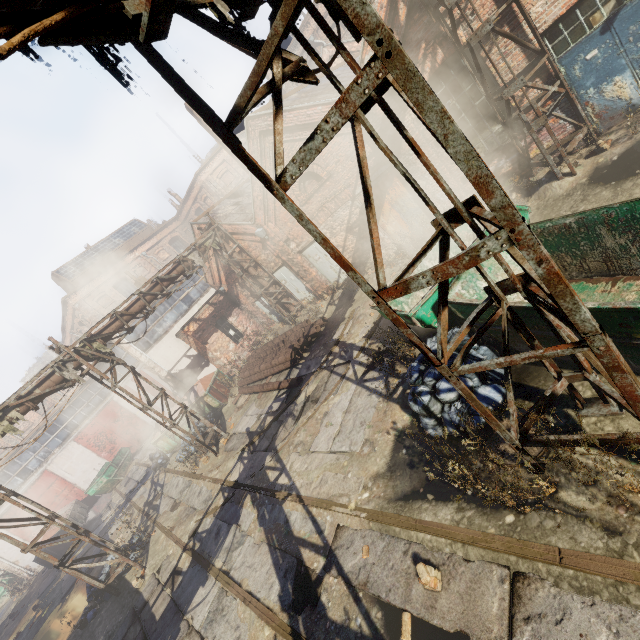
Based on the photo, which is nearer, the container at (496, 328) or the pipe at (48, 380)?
the container at (496, 328)

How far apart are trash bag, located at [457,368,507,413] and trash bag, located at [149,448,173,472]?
16.1m

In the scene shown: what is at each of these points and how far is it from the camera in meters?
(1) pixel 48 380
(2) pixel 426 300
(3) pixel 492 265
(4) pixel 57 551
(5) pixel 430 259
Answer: (1) pipe, 10.3
(2) container, 6.3
(3) container, 6.0
(4) trash container, 18.7
(5) container, 8.0

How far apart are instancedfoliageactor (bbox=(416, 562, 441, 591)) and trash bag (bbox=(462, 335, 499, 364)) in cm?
87

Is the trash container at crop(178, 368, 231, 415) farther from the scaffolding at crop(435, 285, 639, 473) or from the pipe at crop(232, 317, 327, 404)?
the scaffolding at crop(435, 285, 639, 473)

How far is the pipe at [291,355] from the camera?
12.8 meters

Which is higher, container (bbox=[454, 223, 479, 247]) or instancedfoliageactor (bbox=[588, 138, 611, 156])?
container (bbox=[454, 223, 479, 247])

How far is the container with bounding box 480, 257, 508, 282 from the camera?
5.9m
